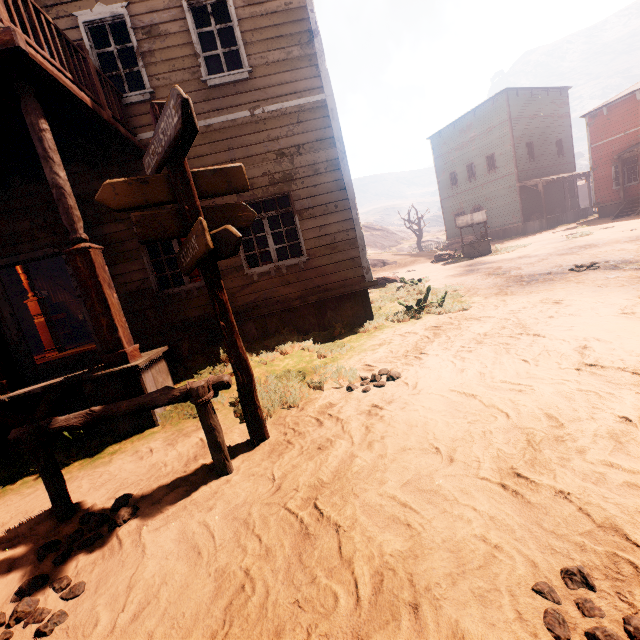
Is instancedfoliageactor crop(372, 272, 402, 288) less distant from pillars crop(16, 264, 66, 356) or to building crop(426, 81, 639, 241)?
building crop(426, 81, 639, 241)

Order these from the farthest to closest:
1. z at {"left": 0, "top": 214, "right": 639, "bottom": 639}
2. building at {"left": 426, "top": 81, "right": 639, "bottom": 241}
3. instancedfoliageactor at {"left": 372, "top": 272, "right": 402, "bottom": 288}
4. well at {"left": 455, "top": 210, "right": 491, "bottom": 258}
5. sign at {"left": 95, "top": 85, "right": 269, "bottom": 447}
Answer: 1. building at {"left": 426, "top": 81, "right": 639, "bottom": 241}
2. well at {"left": 455, "top": 210, "right": 491, "bottom": 258}
3. instancedfoliageactor at {"left": 372, "top": 272, "right": 402, "bottom": 288}
4. sign at {"left": 95, "top": 85, "right": 269, "bottom": 447}
5. z at {"left": 0, "top": 214, "right": 639, "bottom": 639}

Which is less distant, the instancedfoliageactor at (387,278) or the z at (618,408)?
the z at (618,408)

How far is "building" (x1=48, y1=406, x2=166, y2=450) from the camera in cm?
429

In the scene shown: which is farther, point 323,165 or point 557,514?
point 323,165

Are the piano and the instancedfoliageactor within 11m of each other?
no

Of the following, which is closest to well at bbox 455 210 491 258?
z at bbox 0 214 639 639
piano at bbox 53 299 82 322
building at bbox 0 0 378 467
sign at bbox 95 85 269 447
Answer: z at bbox 0 214 639 639

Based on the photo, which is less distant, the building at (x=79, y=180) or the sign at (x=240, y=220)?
the sign at (x=240, y=220)
